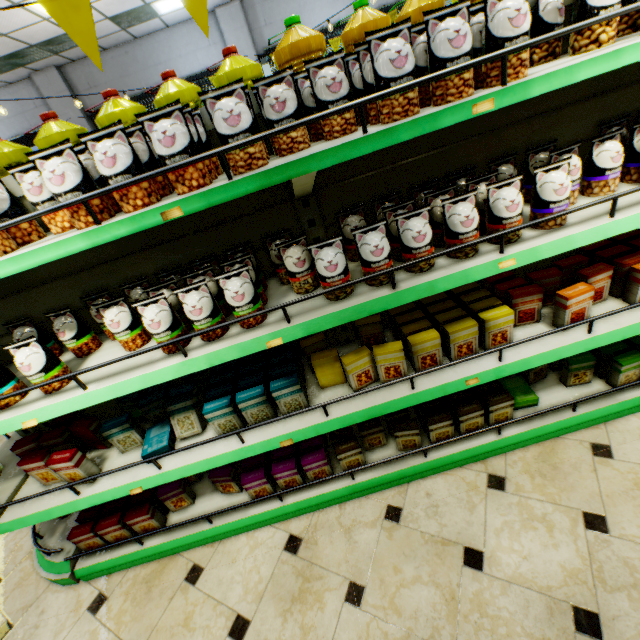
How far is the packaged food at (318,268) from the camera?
1.3 meters

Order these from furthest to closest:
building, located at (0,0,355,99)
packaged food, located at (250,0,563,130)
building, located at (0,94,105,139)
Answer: building, located at (0,94,105,139) → building, located at (0,0,355,99) → packaged food, located at (250,0,563,130)

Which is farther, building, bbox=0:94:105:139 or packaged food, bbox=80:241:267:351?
building, bbox=0:94:105:139

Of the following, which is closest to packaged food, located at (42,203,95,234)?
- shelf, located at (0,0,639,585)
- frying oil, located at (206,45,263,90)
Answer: shelf, located at (0,0,639,585)

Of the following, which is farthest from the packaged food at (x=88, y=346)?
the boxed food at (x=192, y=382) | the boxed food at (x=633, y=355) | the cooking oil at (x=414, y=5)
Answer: the cooking oil at (x=414, y=5)

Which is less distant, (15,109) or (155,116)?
(155,116)

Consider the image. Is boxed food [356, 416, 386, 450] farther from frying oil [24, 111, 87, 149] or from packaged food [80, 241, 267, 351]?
frying oil [24, 111, 87, 149]

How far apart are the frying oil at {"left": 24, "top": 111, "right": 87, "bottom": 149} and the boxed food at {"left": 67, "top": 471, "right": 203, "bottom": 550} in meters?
1.7 m
